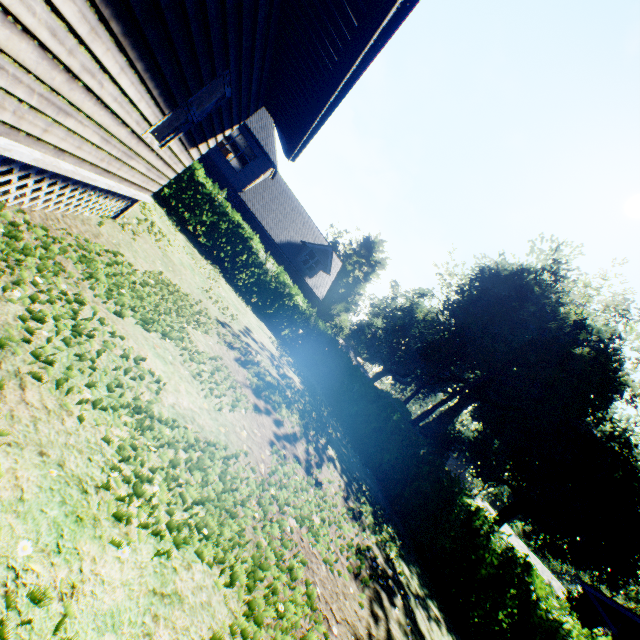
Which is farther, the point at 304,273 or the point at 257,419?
the point at 304,273

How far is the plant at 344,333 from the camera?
36.59m

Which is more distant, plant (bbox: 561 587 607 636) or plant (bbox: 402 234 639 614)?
plant (bbox: 561 587 607 636)

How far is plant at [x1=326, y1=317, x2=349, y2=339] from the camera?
36.6 meters

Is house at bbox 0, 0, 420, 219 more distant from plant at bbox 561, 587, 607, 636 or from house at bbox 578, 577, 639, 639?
plant at bbox 561, 587, 607, 636

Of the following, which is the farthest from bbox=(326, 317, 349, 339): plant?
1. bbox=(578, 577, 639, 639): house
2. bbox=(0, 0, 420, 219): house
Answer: bbox=(0, 0, 420, 219): house

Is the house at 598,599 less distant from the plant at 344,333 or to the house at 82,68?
the plant at 344,333
